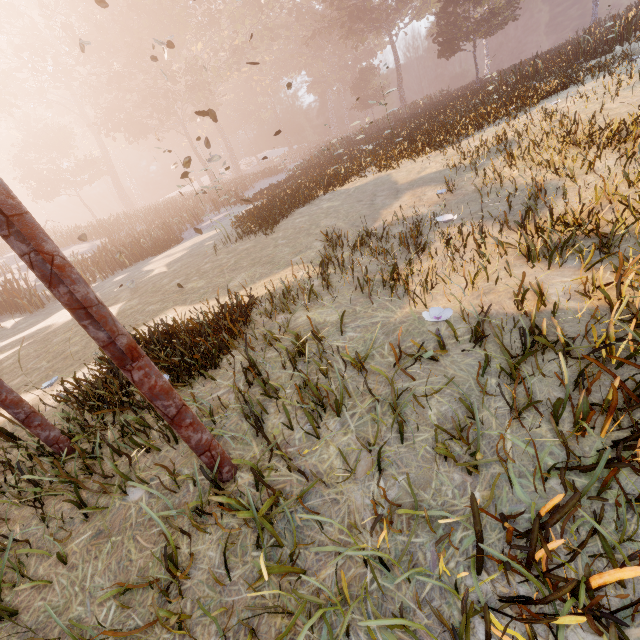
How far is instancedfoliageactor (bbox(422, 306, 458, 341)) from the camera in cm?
261

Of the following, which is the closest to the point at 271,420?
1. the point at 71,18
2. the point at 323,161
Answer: the point at 323,161

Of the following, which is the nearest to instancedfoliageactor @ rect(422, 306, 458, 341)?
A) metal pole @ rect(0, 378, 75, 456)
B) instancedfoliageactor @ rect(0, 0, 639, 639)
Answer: metal pole @ rect(0, 378, 75, 456)

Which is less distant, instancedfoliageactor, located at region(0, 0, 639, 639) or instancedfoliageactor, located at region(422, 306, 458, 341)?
instancedfoliageactor, located at region(0, 0, 639, 639)

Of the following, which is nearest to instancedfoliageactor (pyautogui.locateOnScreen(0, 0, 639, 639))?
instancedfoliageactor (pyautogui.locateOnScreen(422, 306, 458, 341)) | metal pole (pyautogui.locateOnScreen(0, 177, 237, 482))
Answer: instancedfoliageactor (pyautogui.locateOnScreen(422, 306, 458, 341))

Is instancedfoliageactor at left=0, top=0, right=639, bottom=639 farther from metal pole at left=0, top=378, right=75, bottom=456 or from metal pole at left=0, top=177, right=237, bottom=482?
metal pole at left=0, top=378, right=75, bottom=456

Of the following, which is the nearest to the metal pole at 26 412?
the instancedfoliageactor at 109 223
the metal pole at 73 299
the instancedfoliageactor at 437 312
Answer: the metal pole at 73 299

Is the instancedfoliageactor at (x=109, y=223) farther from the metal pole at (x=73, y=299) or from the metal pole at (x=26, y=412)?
the metal pole at (x=26, y=412)
